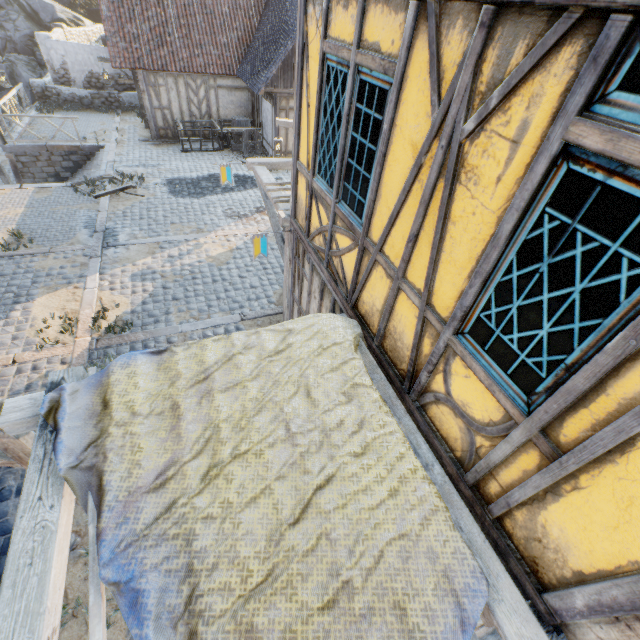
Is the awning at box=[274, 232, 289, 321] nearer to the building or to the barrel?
the building

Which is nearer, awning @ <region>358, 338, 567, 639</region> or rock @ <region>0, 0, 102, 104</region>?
awning @ <region>358, 338, 567, 639</region>

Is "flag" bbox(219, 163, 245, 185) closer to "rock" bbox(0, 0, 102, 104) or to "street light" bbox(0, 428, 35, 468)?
"street light" bbox(0, 428, 35, 468)

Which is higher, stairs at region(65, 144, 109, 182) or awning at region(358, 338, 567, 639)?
awning at region(358, 338, 567, 639)

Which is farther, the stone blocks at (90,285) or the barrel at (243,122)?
the barrel at (243,122)

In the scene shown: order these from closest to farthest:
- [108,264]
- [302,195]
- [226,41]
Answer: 1. [302,195]
2. [108,264]
3. [226,41]

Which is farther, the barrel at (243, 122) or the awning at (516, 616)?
the barrel at (243, 122)

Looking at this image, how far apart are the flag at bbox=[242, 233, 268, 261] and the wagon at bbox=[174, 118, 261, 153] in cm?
1275
